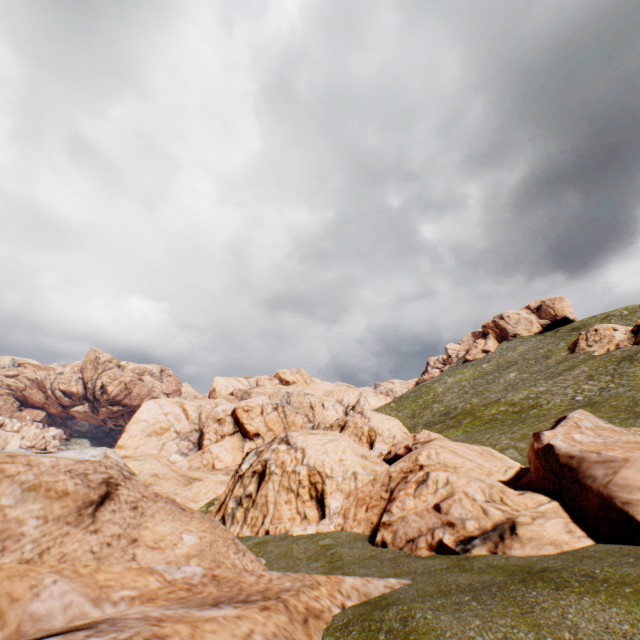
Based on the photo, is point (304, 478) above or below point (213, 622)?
below
